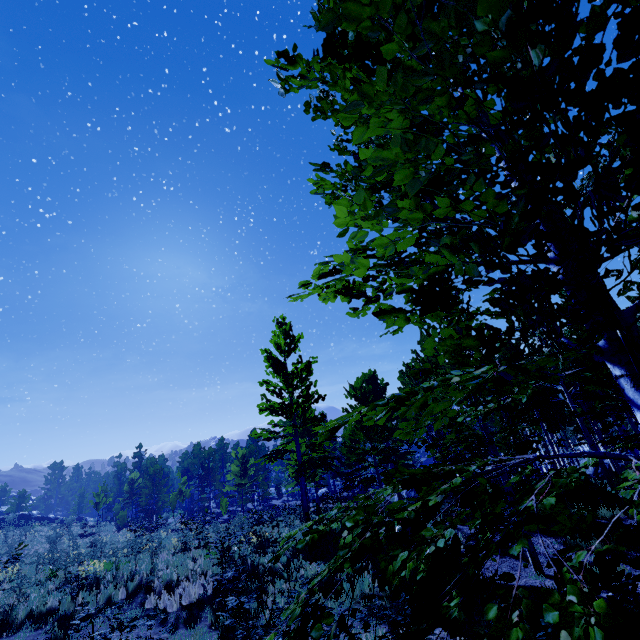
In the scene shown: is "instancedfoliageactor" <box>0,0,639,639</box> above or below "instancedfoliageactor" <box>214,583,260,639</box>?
above

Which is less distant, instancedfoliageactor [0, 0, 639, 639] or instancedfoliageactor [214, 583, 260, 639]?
instancedfoliageactor [0, 0, 639, 639]

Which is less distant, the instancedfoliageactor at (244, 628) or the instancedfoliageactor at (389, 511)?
the instancedfoliageactor at (389, 511)

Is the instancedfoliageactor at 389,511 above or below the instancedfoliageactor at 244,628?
above

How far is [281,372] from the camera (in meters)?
18.97
